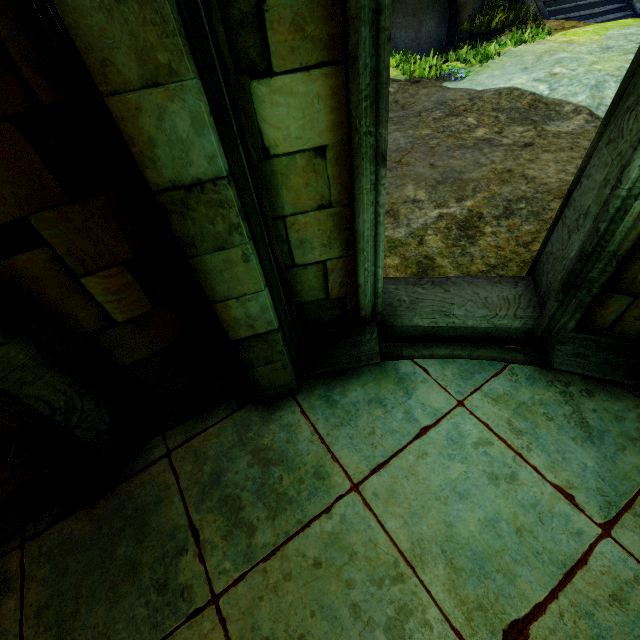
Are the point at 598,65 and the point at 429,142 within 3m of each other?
no
